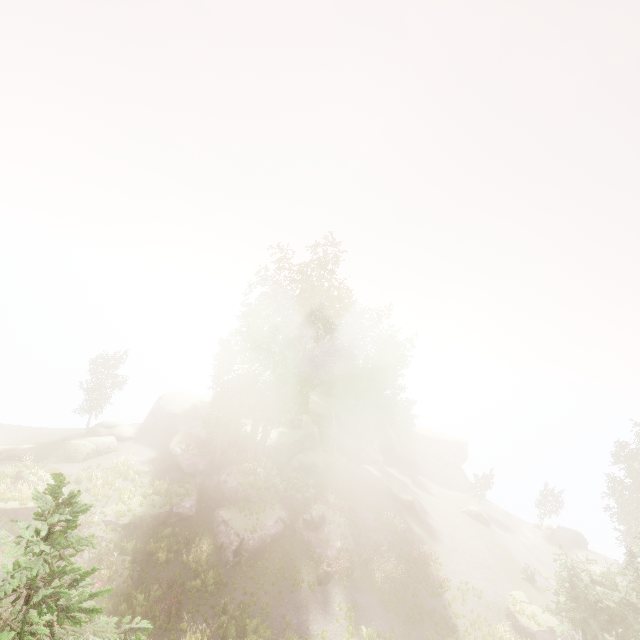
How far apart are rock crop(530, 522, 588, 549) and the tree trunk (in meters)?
32.24

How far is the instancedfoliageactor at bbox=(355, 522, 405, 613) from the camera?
21.7m

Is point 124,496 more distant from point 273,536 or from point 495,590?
point 495,590

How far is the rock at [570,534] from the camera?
36.94m

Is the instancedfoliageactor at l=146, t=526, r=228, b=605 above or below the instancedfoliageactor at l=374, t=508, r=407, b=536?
below

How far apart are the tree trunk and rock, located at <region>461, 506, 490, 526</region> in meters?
24.3 m

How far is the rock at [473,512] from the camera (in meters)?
37.53

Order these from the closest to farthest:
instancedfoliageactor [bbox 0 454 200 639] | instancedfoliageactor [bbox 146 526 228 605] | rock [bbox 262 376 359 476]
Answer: instancedfoliageactor [bbox 0 454 200 639]
instancedfoliageactor [bbox 146 526 228 605]
rock [bbox 262 376 359 476]
